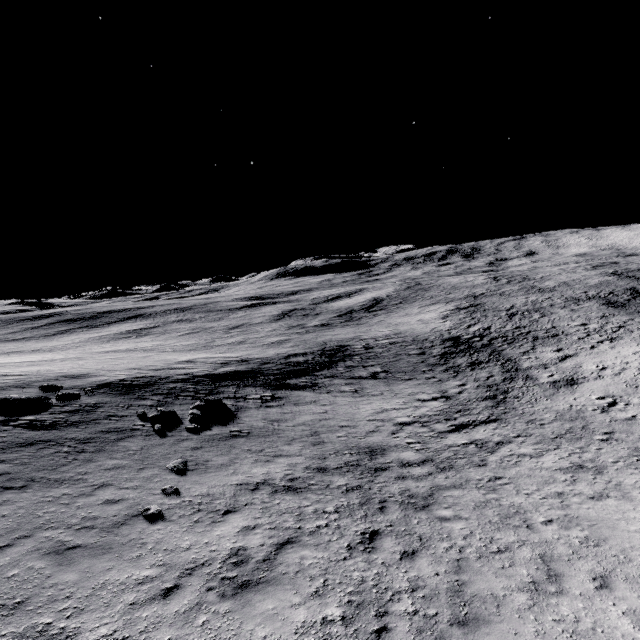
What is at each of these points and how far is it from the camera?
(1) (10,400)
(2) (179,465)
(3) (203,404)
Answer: (1) stone, 15.8 meters
(2) stone, 11.6 meters
(3) stone, 17.8 meters

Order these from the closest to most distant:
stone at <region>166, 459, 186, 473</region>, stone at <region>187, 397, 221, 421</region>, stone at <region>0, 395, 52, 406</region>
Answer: stone at <region>166, 459, 186, 473</region>
stone at <region>0, 395, 52, 406</region>
stone at <region>187, 397, 221, 421</region>

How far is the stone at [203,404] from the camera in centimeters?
1631cm

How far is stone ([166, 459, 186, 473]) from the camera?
11.33m

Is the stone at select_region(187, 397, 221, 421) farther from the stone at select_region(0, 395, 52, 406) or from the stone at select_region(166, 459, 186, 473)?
the stone at select_region(0, 395, 52, 406)

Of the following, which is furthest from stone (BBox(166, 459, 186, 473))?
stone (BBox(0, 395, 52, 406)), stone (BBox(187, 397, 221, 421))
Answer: stone (BBox(0, 395, 52, 406))

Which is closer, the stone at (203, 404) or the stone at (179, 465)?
the stone at (179, 465)
